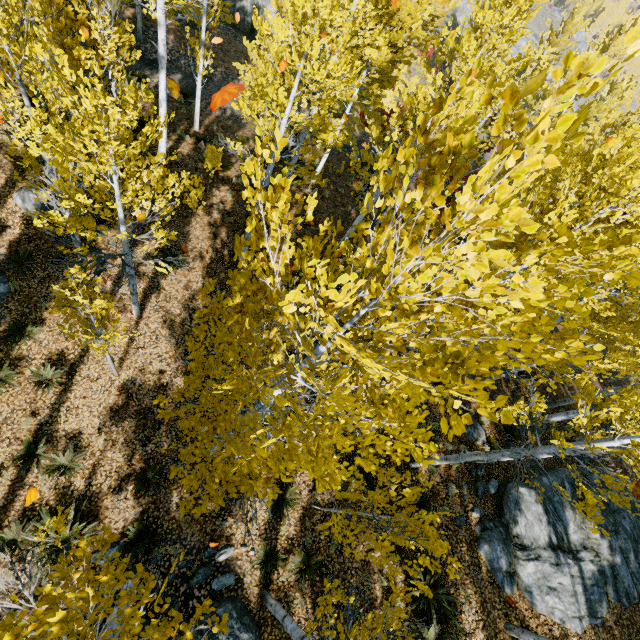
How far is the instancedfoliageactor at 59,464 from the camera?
8.12m

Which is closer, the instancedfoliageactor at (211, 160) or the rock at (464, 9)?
the instancedfoliageactor at (211, 160)

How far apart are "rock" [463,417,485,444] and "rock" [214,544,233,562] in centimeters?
855cm

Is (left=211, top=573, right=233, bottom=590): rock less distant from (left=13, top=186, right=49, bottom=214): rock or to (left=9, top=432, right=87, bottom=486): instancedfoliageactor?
(left=9, top=432, right=87, bottom=486): instancedfoliageactor

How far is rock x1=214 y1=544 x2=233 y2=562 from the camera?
8.1m

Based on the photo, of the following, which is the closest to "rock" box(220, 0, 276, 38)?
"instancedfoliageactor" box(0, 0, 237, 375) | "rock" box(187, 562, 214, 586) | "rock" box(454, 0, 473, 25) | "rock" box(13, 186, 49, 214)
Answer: "instancedfoliageactor" box(0, 0, 237, 375)

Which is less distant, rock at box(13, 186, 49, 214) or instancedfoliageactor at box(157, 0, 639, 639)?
instancedfoliageactor at box(157, 0, 639, 639)

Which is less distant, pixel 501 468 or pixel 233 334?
pixel 233 334
